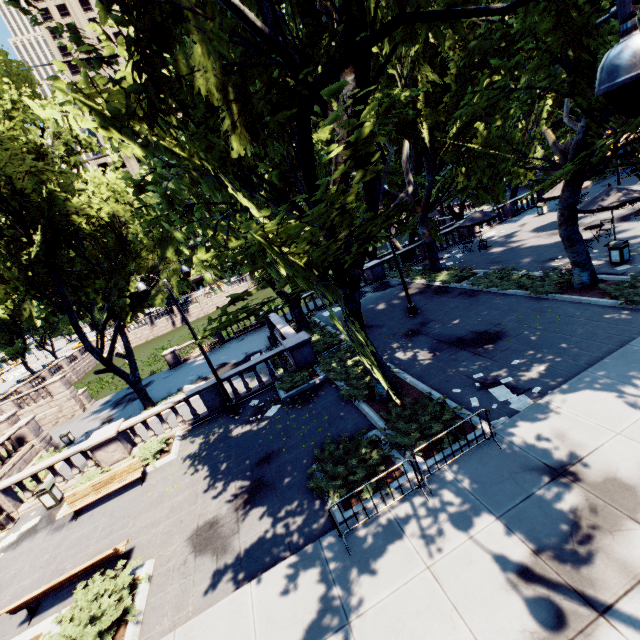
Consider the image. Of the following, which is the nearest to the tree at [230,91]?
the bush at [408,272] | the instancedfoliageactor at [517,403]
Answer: the bush at [408,272]

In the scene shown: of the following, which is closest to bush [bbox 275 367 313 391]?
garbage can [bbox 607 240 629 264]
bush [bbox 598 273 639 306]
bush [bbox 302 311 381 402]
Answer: bush [bbox 302 311 381 402]

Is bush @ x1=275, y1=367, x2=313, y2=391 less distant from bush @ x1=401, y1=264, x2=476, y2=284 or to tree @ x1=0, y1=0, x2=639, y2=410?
tree @ x1=0, y1=0, x2=639, y2=410

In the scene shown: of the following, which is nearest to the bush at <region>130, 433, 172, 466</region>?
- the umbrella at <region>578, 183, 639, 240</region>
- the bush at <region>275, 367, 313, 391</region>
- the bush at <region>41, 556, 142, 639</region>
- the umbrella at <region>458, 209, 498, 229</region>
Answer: the bush at <region>41, 556, 142, 639</region>

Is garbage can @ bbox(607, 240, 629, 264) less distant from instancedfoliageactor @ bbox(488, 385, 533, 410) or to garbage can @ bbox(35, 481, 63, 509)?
instancedfoliageactor @ bbox(488, 385, 533, 410)

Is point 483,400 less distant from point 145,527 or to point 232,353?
point 145,527

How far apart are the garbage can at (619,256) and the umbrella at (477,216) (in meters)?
9.60

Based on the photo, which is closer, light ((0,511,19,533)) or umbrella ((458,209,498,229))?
light ((0,511,19,533))
